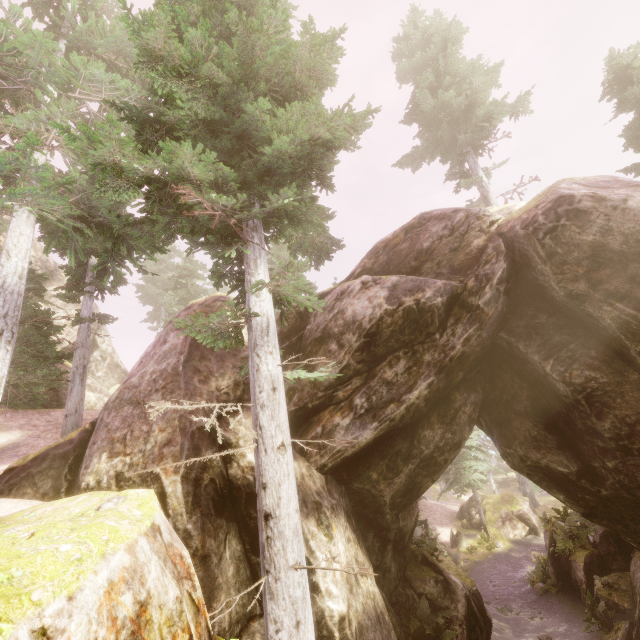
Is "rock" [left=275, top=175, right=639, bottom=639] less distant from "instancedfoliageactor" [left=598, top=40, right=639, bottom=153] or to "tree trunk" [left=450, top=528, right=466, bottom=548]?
"instancedfoliageactor" [left=598, top=40, right=639, bottom=153]

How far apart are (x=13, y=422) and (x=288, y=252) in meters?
15.9

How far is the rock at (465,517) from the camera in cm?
2889

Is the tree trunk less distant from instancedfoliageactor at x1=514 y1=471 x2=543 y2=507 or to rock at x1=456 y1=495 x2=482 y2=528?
instancedfoliageactor at x1=514 y1=471 x2=543 y2=507

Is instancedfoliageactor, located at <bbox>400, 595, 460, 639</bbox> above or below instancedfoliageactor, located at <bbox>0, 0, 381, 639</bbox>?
below

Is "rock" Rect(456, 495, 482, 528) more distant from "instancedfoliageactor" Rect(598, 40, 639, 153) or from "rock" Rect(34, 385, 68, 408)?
"rock" Rect(34, 385, 68, 408)

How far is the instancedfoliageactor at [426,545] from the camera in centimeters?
1297cm

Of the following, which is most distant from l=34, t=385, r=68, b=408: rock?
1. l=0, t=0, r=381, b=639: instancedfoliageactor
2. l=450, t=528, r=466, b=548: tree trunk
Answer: l=450, t=528, r=466, b=548: tree trunk
